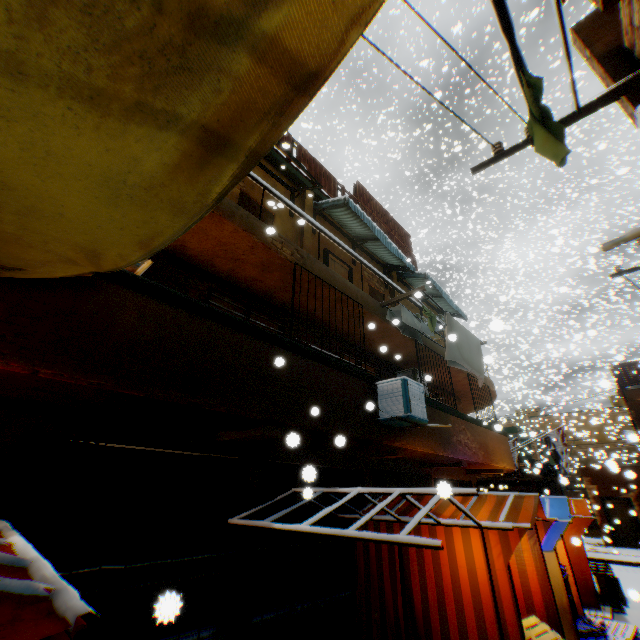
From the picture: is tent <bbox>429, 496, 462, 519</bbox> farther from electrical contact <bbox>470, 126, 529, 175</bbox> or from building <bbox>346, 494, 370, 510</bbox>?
electrical contact <bbox>470, 126, 529, 175</bbox>

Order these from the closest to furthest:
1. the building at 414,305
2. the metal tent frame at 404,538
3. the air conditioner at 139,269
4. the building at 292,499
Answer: the metal tent frame at 404,538 → the air conditioner at 139,269 → the building at 292,499 → the building at 414,305

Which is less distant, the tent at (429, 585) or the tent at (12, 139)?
the tent at (12, 139)

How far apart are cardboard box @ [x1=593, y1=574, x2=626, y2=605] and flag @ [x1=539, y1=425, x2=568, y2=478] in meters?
2.7 m

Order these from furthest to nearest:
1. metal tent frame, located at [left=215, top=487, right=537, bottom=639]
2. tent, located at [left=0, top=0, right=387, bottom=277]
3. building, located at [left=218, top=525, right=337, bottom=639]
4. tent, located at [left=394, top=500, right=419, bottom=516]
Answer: tent, located at [left=394, top=500, right=419, bottom=516]
building, located at [left=218, top=525, right=337, bottom=639]
metal tent frame, located at [left=215, top=487, right=537, bottom=639]
tent, located at [left=0, top=0, right=387, bottom=277]

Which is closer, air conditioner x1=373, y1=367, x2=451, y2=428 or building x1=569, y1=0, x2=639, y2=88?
building x1=569, y1=0, x2=639, y2=88

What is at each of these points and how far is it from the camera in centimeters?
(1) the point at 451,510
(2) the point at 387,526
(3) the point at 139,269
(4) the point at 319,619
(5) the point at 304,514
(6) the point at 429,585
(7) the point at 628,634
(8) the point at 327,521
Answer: (1) tent, 601cm
(2) tent, 601cm
(3) air conditioner, 461cm
(4) building, 586cm
(5) building, 634cm
(6) tent, 523cm
(7) wooden pallet, 680cm
(8) building, 697cm

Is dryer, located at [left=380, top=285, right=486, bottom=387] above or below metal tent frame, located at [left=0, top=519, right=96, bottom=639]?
above
